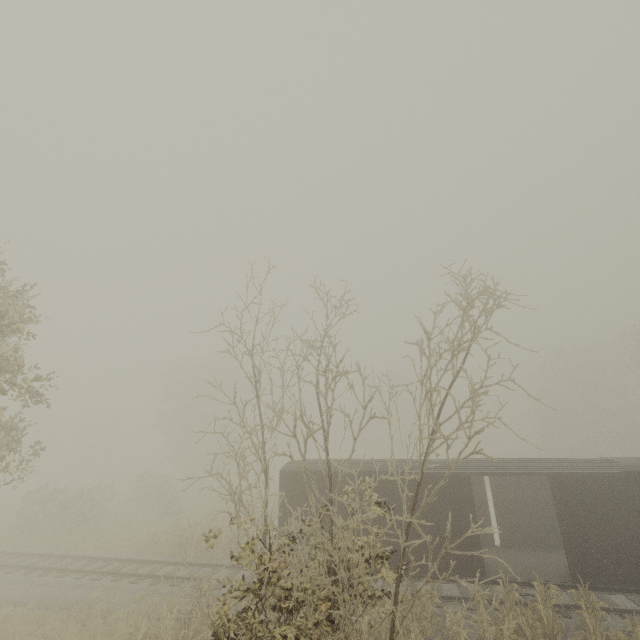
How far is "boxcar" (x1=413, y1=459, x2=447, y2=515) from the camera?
12.72m

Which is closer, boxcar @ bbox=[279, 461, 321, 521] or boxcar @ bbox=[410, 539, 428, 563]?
boxcar @ bbox=[410, 539, 428, 563]

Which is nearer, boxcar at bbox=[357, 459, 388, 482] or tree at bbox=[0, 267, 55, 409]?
tree at bbox=[0, 267, 55, 409]

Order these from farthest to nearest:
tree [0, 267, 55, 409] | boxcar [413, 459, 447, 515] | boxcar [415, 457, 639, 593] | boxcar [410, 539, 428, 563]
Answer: boxcar [413, 459, 447, 515]
boxcar [410, 539, 428, 563]
boxcar [415, 457, 639, 593]
tree [0, 267, 55, 409]

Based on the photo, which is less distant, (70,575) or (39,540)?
(70,575)

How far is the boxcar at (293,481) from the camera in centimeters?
1356cm

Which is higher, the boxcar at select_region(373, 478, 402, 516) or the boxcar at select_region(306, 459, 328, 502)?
the boxcar at select_region(306, 459, 328, 502)
